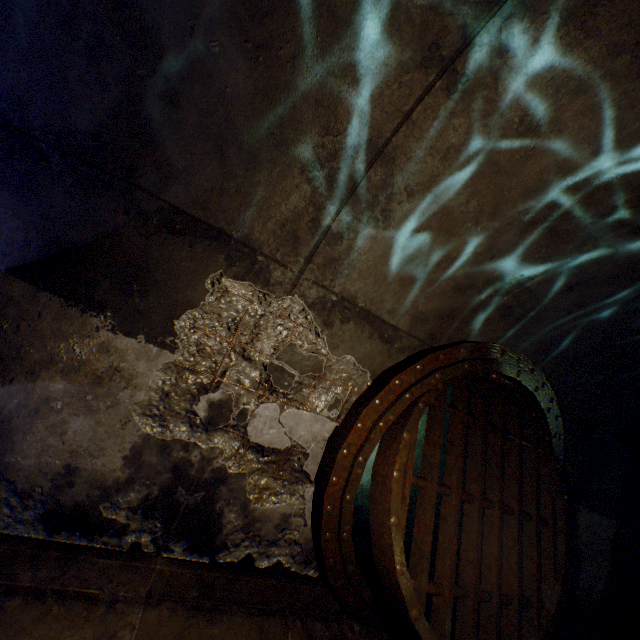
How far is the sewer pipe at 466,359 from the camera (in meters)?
2.77

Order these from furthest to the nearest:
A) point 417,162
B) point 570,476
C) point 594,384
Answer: point 570,476 → point 594,384 → point 417,162

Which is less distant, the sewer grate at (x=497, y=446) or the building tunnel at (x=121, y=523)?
the building tunnel at (x=121, y=523)

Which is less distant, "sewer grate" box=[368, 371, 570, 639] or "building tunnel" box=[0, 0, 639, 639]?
"building tunnel" box=[0, 0, 639, 639]

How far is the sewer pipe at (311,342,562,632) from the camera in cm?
277

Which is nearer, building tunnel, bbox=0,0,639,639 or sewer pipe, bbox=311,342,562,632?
building tunnel, bbox=0,0,639,639
